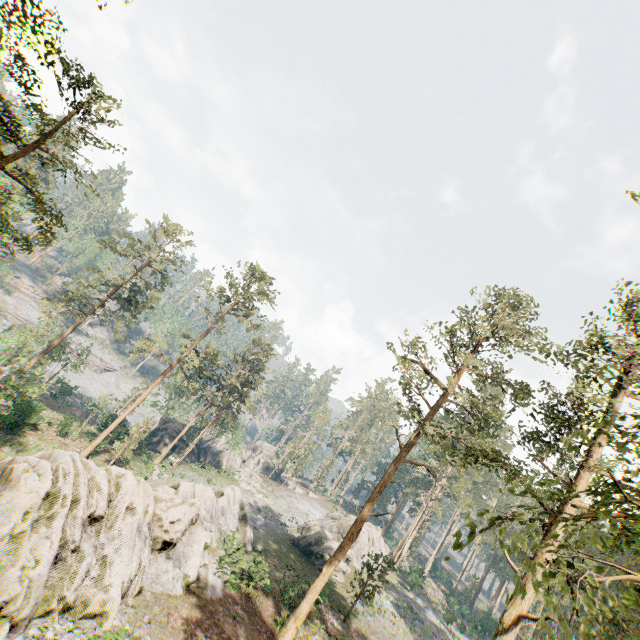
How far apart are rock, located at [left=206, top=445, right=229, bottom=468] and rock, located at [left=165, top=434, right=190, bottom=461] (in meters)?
5.54

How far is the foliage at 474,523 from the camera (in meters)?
4.79

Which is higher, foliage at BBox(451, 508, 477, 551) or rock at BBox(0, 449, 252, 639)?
foliage at BBox(451, 508, 477, 551)

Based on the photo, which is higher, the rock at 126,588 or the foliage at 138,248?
the foliage at 138,248

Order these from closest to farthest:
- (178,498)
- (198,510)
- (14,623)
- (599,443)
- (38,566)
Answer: (599,443)
(14,623)
(38,566)
(178,498)
(198,510)

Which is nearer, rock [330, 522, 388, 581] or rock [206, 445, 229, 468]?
rock [330, 522, 388, 581]

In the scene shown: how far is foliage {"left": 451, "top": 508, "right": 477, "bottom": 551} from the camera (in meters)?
4.79

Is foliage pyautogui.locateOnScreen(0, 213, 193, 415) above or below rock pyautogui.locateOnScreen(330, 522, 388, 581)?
above
